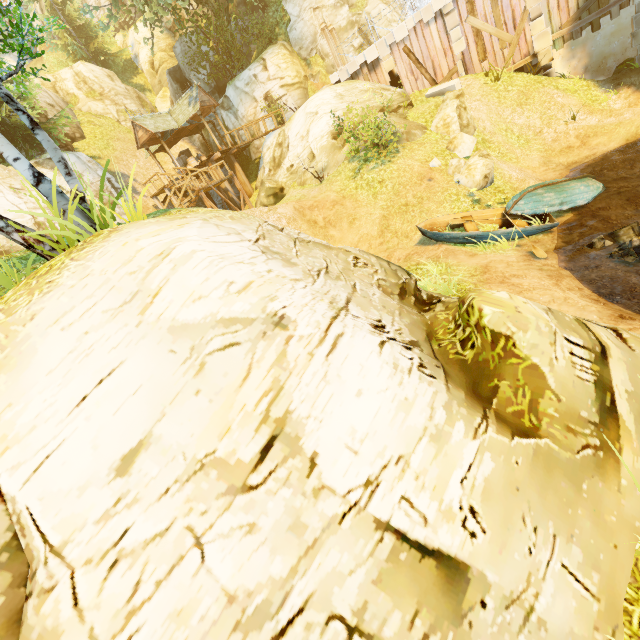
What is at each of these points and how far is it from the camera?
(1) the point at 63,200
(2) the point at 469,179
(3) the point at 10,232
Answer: (1) tree, 5.01m
(2) rock, 11.80m
(3) tree, 4.40m

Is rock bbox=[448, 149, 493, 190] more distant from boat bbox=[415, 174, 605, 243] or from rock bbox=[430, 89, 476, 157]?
boat bbox=[415, 174, 605, 243]

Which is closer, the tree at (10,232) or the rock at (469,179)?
the tree at (10,232)

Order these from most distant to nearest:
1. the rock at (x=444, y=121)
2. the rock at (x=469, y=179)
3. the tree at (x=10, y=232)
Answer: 1. the rock at (x=444, y=121)
2. the rock at (x=469, y=179)
3. the tree at (x=10, y=232)

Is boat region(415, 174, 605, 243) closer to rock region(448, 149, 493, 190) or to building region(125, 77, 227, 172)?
rock region(448, 149, 493, 190)

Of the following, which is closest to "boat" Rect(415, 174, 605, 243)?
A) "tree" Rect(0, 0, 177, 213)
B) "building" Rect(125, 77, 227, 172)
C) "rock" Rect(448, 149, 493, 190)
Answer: "rock" Rect(448, 149, 493, 190)

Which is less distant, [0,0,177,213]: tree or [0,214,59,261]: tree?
[0,214,59,261]: tree

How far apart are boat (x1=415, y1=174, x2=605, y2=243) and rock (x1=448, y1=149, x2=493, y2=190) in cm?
147
